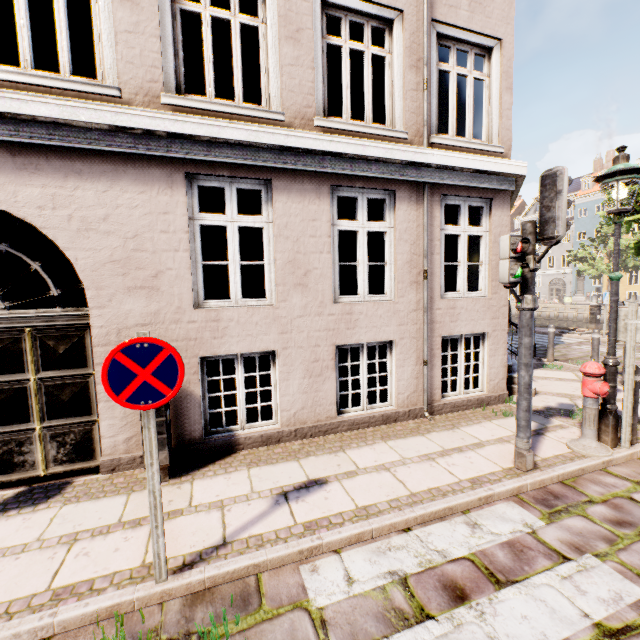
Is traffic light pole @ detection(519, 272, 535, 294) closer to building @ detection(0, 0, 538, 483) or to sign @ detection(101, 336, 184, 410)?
building @ detection(0, 0, 538, 483)

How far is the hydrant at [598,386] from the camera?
4.2m

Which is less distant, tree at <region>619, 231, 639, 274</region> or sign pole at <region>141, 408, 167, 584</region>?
sign pole at <region>141, 408, 167, 584</region>

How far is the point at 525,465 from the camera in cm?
387

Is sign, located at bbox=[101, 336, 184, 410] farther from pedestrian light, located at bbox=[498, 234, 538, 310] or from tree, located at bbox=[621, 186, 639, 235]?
tree, located at bbox=[621, 186, 639, 235]

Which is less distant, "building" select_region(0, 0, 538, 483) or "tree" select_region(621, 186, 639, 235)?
"building" select_region(0, 0, 538, 483)

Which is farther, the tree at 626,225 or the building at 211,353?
the tree at 626,225

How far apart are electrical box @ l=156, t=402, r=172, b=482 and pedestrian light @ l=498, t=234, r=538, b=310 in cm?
411
